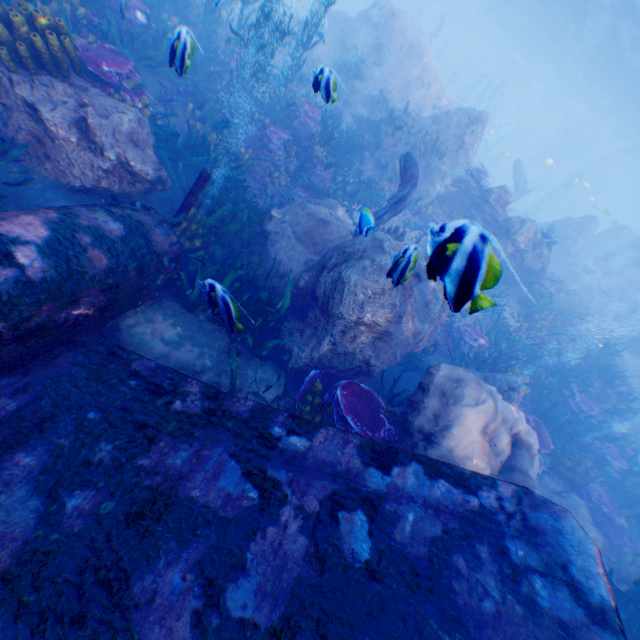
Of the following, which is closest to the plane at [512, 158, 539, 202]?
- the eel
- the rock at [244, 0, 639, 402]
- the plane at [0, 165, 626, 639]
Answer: the rock at [244, 0, 639, 402]

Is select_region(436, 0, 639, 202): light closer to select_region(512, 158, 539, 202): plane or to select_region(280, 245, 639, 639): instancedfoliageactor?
select_region(512, 158, 539, 202): plane

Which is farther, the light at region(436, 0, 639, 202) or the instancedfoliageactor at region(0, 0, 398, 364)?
the light at region(436, 0, 639, 202)

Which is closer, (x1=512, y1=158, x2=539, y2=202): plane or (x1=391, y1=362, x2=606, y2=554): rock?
(x1=391, y1=362, x2=606, y2=554): rock

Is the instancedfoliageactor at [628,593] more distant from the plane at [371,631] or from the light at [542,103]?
the light at [542,103]

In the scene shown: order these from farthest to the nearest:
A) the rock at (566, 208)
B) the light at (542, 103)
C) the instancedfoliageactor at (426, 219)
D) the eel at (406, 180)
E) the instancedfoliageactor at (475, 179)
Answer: the light at (542, 103)
the instancedfoliageactor at (475, 179)
the rock at (566, 208)
the eel at (406, 180)
the instancedfoliageactor at (426, 219)

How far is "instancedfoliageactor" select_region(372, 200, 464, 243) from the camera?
2.1m

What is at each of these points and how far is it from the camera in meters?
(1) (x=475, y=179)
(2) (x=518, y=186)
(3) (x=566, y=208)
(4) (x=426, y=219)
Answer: (1) instancedfoliageactor, 12.5
(2) plane, 24.3
(3) rock, 48.5
(4) instancedfoliageactor, 13.2
